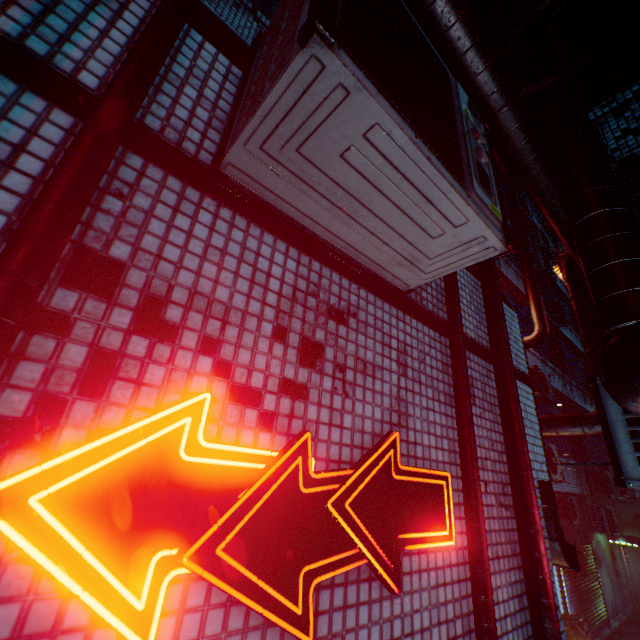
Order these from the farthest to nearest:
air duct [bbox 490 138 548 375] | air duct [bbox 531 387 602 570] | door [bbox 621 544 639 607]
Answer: door [bbox 621 544 639 607]
air duct [bbox 490 138 548 375]
air duct [bbox 531 387 602 570]

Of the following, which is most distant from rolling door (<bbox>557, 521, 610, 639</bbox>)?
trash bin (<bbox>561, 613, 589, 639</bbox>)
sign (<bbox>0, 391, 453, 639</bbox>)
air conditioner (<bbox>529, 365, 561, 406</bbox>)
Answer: sign (<bbox>0, 391, 453, 639</bbox>)

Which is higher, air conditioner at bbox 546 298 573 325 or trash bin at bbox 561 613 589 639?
air conditioner at bbox 546 298 573 325

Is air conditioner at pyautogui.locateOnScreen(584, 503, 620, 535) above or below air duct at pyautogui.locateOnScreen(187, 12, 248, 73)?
below

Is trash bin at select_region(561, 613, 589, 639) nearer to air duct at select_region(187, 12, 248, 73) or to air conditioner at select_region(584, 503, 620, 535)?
air conditioner at select_region(584, 503, 620, 535)

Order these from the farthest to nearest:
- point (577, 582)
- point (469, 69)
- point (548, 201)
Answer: point (577, 582)
point (548, 201)
point (469, 69)

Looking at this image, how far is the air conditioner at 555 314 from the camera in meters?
12.2 m

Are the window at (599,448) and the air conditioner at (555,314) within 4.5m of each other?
yes
